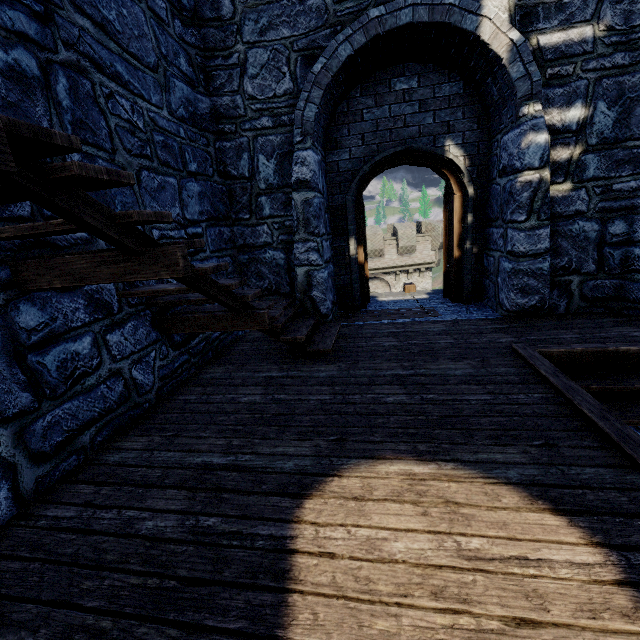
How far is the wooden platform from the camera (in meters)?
5.70

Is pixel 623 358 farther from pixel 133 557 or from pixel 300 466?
pixel 133 557

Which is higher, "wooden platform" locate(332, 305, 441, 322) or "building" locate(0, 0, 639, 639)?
"wooden platform" locate(332, 305, 441, 322)

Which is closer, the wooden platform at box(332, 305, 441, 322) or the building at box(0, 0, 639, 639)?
the building at box(0, 0, 639, 639)

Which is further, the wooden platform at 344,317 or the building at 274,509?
the wooden platform at 344,317

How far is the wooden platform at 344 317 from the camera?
5.7m
